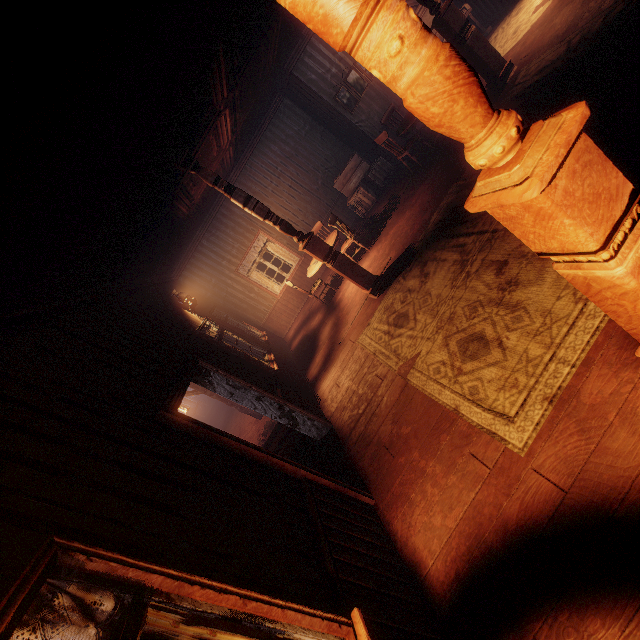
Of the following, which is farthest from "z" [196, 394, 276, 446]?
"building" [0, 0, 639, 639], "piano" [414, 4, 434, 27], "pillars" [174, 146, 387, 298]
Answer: "pillars" [174, 146, 387, 298]

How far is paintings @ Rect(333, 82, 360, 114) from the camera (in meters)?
8.67

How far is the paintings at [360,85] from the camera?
8.66m

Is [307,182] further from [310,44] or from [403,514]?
[403,514]

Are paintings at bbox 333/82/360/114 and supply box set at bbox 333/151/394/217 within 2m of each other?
yes

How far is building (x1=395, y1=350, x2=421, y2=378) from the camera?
3.92m

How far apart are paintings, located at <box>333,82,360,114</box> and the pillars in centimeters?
531cm

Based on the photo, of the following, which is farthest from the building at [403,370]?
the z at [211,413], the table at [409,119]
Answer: the table at [409,119]
